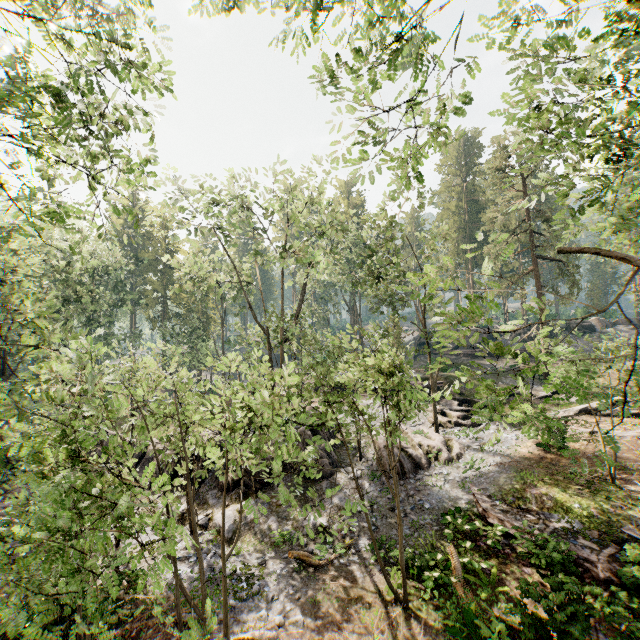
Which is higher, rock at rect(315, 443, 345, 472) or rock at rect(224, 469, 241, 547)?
rock at rect(315, 443, 345, 472)

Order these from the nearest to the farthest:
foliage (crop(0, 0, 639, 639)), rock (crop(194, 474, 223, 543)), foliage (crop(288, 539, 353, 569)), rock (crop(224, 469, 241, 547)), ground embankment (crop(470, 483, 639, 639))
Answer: foliage (crop(0, 0, 639, 639)) < ground embankment (crop(470, 483, 639, 639)) < foliage (crop(288, 539, 353, 569)) < rock (crop(224, 469, 241, 547)) < rock (crop(194, 474, 223, 543))

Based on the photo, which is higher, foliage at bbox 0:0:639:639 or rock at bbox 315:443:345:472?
foliage at bbox 0:0:639:639

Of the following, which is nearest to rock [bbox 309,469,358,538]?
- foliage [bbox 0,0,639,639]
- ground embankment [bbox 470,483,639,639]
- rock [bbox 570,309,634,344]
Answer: foliage [bbox 0,0,639,639]

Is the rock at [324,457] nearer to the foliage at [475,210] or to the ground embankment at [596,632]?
the foliage at [475,210]

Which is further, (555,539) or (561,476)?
(561,476)
